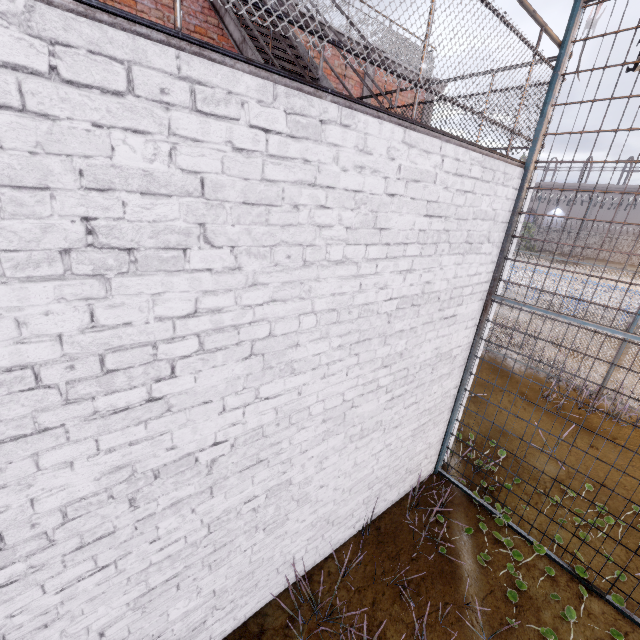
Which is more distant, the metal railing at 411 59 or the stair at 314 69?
the stair at 314 69

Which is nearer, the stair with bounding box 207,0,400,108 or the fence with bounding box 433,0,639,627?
the fence with bounding box 433,0,639,627

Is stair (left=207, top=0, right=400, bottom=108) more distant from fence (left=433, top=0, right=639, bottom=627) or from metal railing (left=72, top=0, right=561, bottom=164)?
fence (left=433, top=0, right=639, bottom=627)

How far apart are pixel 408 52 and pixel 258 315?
1.8 meters

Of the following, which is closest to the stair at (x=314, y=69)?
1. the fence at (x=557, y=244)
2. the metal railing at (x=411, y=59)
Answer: the metal railing at (x=411, y=59)

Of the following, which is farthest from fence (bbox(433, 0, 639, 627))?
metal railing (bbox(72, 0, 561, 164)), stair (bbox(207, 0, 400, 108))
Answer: stair (bbox(207, 0, 400, 108))

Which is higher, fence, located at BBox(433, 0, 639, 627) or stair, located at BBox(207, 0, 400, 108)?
stair, located at BBox(207, 0, 400, 108)

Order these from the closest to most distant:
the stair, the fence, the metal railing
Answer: A:
1. the metal railing
2. the fence
3. the stair
